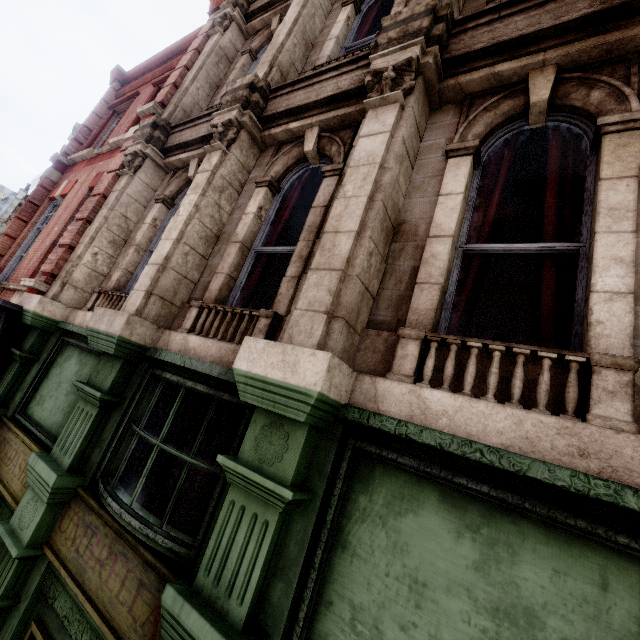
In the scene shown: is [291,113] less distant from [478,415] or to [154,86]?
[478,415]
